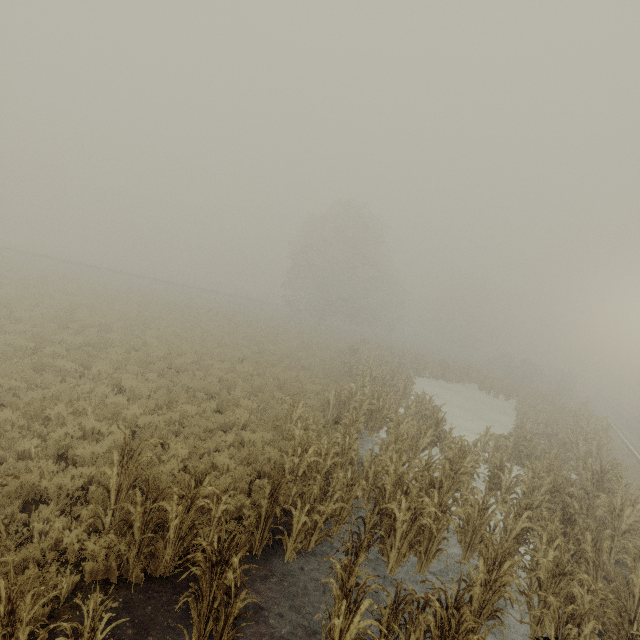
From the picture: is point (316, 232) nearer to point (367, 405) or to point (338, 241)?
point (338, 241)

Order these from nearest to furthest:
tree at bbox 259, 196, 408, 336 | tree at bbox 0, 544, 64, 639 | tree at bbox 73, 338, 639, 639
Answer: tree at bbox 0, 544, 64, 639
tree at bbox 73, 338, 639, 639
tree at bbox 259, 196, 408, 336

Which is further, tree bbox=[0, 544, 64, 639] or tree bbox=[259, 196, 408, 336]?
tree bbox=[259, 196, 408, 336]

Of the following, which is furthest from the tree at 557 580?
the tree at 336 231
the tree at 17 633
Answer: the tree at 336 231

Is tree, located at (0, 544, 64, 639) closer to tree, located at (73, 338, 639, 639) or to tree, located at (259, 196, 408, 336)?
tree, located at (73, 338, 639, 639)

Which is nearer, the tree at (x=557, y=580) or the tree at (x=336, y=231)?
the tree at (x=557, y=580)

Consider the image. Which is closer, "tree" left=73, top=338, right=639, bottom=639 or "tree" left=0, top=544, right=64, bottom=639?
"tree" left=0, top=544, right=64, bottom=639
